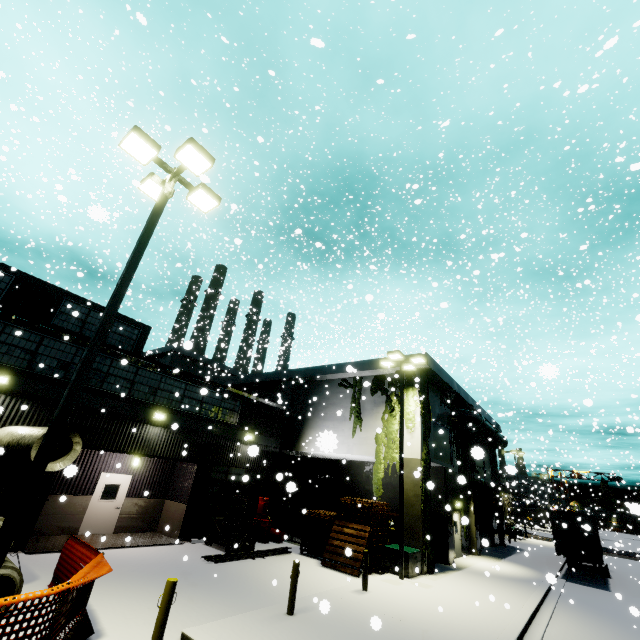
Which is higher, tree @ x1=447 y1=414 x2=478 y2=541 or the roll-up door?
tree @ x1=447 y1=414 x2=478 y2=541

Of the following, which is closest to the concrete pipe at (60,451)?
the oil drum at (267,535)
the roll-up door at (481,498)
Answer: the oil drum at (267,535)

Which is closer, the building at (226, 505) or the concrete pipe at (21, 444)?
the concrete pipe at (21, 444)

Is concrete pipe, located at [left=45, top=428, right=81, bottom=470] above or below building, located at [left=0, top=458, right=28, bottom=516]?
above

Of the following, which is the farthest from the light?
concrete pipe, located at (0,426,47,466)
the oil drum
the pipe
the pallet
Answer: the pipe

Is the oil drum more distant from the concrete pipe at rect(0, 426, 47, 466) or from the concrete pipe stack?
the concrete pipe stack

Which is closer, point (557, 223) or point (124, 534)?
point (124, 534)

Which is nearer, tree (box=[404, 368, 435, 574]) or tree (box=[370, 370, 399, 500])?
tree (box=[404, 368, 435, 574])
